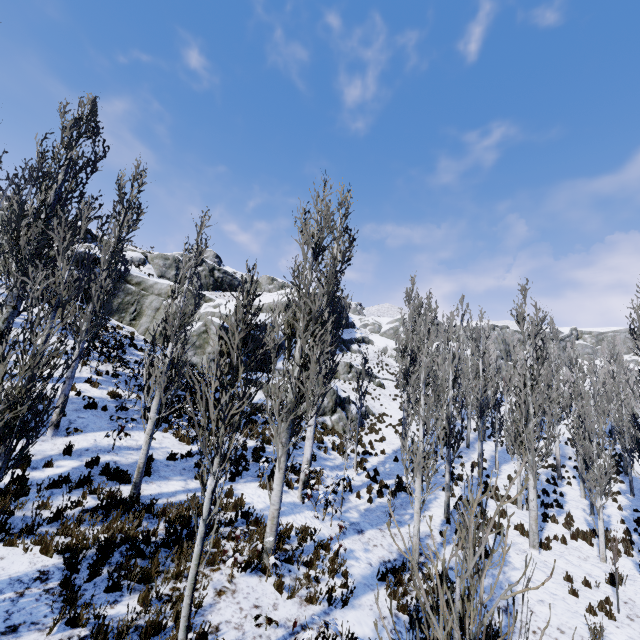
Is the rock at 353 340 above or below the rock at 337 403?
above

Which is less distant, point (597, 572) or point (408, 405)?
Answer: point (408, 405)

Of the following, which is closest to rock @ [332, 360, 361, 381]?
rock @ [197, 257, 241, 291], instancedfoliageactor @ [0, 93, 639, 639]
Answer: instancedfoliageactor @ [0, 93, 639, 639]

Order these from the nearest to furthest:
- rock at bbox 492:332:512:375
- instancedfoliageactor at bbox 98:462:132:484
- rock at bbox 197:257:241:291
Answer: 1. instancedfoliageactor at bbox 98:462:132:484
2. rock at bbox 197:257:241:291
3. rock at bbox 492:332:512:375

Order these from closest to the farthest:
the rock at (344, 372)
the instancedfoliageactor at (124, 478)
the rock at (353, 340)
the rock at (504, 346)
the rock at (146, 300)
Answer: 1. the instancedfoliageactor at (124, 478)
2. the rock at (146, 300)
3. the rock at (344, 372)
4. the rock at (353, 340)
5. the rock at (504, 346)

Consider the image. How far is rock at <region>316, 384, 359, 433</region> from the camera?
21.2 meters

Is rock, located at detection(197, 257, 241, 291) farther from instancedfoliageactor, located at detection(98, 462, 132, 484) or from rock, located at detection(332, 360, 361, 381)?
instancedfoliageactor, located at detection(98, 462, 132, 484)
